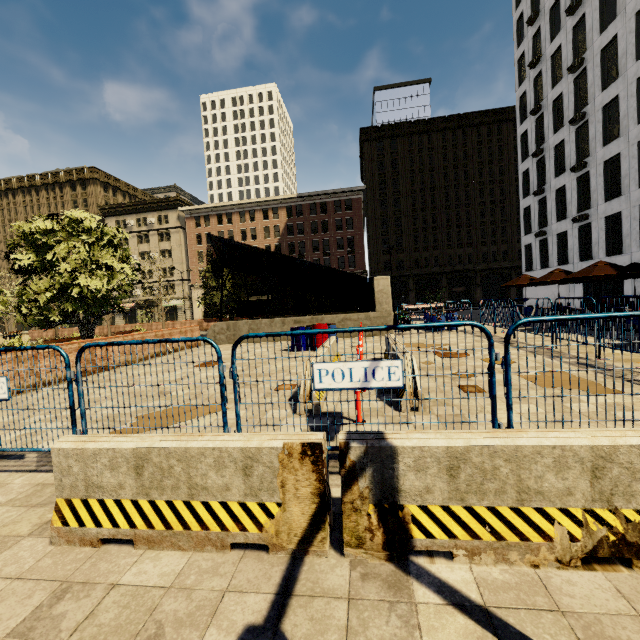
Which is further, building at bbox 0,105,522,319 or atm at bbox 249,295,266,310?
building at bbox 0,105,522,319

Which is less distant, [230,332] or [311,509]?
[311,509]

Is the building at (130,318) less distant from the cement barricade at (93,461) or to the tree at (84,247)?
the tree at (84,247)

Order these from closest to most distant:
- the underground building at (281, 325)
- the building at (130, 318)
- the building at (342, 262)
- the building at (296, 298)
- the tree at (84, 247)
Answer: the tree at (84, 247)
the underground building at (281, 325)
the building at (342, 262)
the building at (296, 298)
the building at (130, 318)

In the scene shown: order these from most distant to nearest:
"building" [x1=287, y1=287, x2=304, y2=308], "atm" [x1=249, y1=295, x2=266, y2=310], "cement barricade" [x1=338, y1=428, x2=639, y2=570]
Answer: "building" [x1=287, y1=287, x2=304, y2=308] < "atm" [x1=249, y1=295, x2=266, y2=310] < "cement barricade" [x1=338, y1=428, x2=639, y2=570]

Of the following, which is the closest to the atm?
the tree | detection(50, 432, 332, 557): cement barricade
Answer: the tree

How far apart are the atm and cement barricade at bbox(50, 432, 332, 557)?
31.34m

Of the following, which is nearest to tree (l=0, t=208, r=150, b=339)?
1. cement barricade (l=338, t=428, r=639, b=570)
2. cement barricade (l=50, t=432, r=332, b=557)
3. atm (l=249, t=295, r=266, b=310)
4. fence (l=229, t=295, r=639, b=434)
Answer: atm (l=249, t=295, r=266, b=310)
